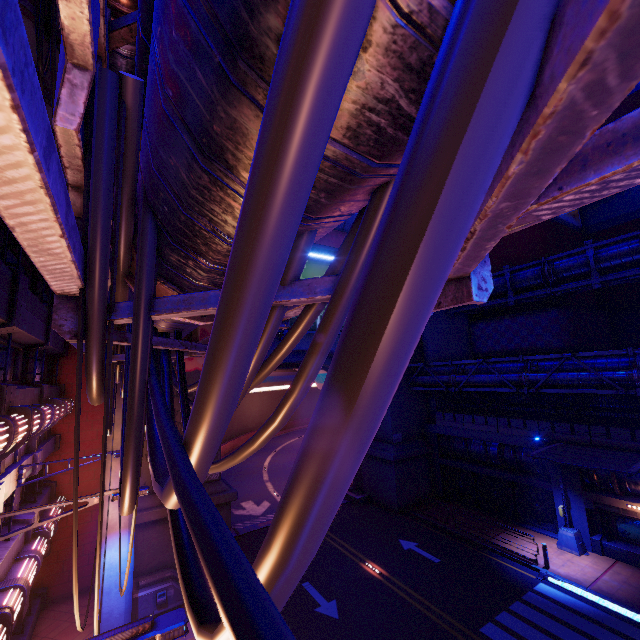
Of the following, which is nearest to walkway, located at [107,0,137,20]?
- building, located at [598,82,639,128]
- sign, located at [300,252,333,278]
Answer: sign, located at [300,252,333,278]

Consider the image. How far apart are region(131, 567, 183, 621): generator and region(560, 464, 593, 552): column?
20.3 meters

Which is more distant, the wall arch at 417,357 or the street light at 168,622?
the wall arch at 417,357

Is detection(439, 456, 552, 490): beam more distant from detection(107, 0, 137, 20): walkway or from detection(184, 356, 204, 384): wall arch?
detection(107, 0, 137, 20): walkway

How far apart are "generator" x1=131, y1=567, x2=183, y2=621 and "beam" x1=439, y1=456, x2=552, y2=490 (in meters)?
18.93

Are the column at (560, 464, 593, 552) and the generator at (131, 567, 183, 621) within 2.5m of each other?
no

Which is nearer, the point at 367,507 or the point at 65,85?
the point at 65,85

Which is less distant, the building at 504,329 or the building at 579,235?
the building at 504,329
